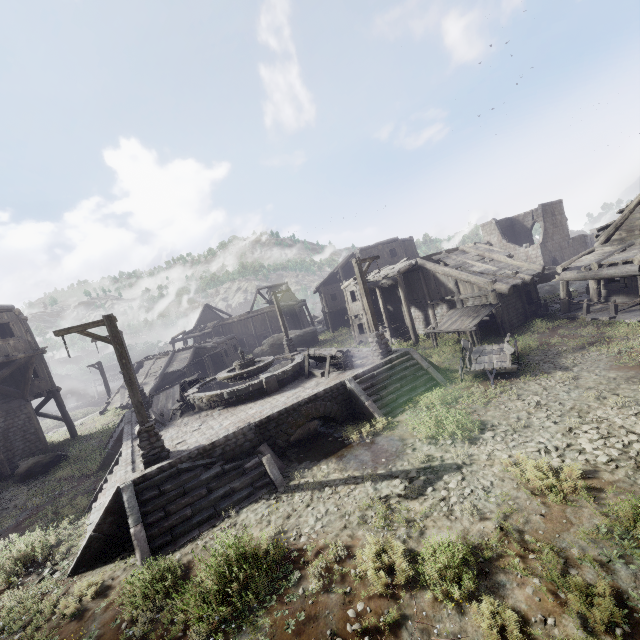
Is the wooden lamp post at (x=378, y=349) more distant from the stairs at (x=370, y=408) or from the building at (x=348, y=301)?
the building at (x=348, y=301)

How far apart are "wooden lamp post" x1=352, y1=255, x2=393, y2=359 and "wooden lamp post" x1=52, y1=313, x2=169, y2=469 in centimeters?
912cm

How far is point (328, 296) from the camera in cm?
3950

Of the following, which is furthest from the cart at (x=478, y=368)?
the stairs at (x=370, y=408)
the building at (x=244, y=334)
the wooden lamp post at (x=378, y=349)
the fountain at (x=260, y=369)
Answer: the building at (x=244, y=334)

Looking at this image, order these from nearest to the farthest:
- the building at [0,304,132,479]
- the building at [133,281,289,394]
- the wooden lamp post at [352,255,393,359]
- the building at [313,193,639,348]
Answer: the wooden lamp post at [352,255,393,359] → the building at [313,193,639,348] → the building at [0,304,132,479] → the building at [133,281,289,394]

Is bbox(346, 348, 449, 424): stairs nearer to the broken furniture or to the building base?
the building base

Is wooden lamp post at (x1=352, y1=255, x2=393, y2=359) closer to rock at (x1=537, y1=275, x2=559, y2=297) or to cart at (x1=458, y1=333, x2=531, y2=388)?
cart at (x1=458, y1=333, x2=531, y2=388)

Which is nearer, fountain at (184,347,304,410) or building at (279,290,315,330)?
fountain at (184,347,304,410)
